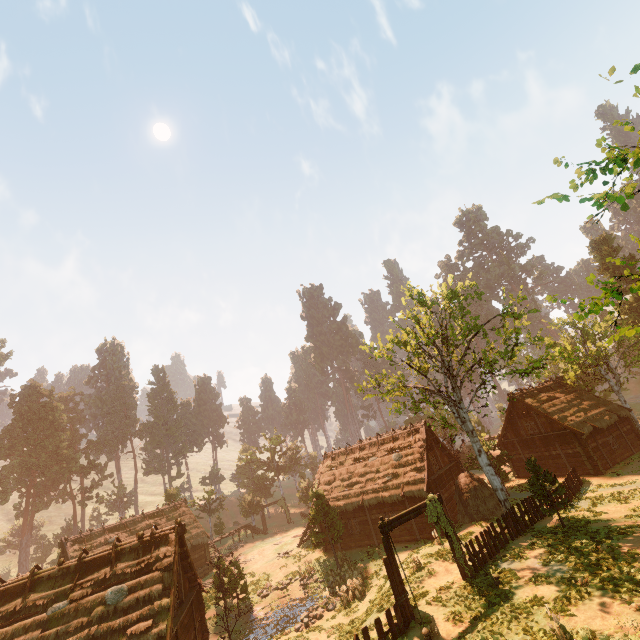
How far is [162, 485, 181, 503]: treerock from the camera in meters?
48.0 m

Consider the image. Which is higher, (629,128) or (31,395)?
(31,395)

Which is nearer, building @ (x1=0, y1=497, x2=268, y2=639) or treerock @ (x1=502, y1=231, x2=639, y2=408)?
treerock @ (x1=502, y1=231, x2=639, y2=408)

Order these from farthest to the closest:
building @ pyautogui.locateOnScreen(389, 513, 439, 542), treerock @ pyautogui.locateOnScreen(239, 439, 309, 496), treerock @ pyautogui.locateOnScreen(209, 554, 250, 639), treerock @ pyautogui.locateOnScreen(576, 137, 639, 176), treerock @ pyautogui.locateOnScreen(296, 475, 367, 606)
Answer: treerock @ pyautogui.locateOnScreen(239, 439, 309, 496) → building @ pyautogui.locateOnScreen(389, 513, 439, 542) → treerock @ pyautogui.locateOnScreen(296, 475, 367, 606) → treerock @ pyautogui.locateOnScreen(209, 554, 250, 639) → treerock @ pyautogui.locateOnScreen(576, 137, 639, 176)

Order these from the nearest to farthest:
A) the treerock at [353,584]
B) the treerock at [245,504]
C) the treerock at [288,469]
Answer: the treerock at [353,584], the treerock at [245,504], the treerock at [288,469]

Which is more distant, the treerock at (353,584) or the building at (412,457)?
the building at (412,457)

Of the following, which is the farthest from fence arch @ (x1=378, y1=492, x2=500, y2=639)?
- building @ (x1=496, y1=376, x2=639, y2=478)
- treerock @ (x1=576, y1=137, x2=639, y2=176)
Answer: building @ (x1=496, y1=376, x2=639, y2=478)

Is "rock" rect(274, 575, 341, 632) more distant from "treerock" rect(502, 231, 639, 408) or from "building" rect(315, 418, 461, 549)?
"building" rect(315, 418, 461, 549)
